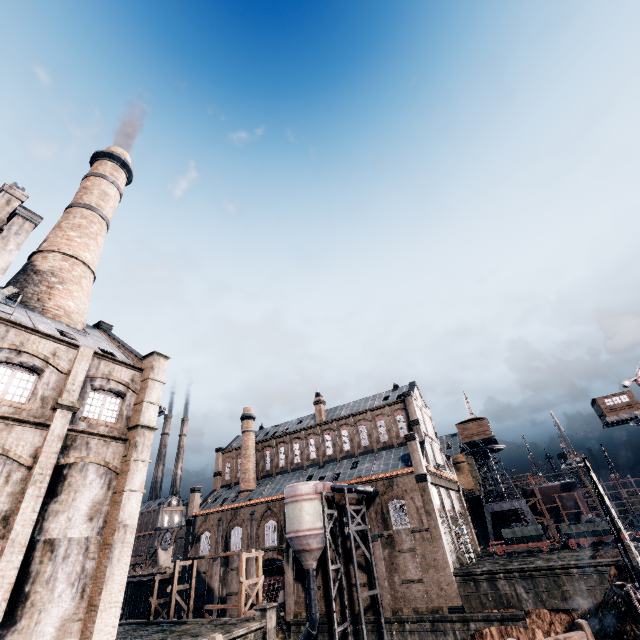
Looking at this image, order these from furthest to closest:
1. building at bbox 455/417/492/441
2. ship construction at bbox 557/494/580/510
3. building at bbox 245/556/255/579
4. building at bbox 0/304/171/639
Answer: ship construction at bbox 557/494/580/510
building at bbox 455/417/492/441
building at bbox 245/556/255/579
building at bbox 0/304/171/639

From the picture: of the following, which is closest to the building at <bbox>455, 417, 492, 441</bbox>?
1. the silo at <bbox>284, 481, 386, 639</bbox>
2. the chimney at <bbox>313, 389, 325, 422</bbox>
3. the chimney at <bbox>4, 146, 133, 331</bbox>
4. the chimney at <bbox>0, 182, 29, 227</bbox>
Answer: the chimney at <bbox>313, 389, 325, 422</bbox>

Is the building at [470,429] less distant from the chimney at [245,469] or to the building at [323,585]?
the building at [323,585]

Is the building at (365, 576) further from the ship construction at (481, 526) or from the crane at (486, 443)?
the ship construction at (481, 526)

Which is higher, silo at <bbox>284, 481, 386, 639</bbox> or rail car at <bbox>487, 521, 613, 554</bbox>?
silo at <bbox>284, 481, 386, 639</bbox>

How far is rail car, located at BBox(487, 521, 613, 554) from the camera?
37.2 meters

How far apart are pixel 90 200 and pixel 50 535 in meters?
29.8 m

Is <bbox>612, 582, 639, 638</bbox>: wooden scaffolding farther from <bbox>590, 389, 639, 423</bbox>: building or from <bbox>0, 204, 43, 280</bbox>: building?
<bbox>590, 389, 639, 423</bbox>: building
